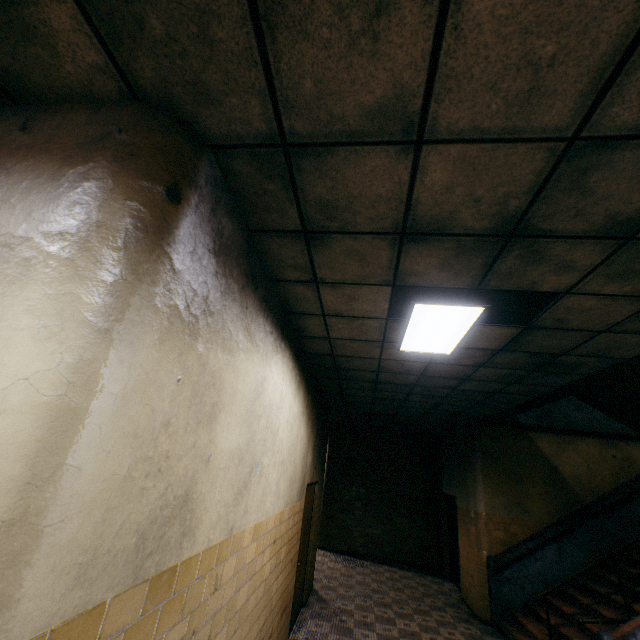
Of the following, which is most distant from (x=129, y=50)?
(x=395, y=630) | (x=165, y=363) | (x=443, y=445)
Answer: (x=443, y=445)

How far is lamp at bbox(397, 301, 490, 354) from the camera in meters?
3.0 m

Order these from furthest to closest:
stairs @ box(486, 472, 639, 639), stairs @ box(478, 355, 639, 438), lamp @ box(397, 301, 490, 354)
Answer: stairs @ box(486, 472, 639, 639)
stairs @ box(478, 355, 639, 438)
lamp @ box(397, 301, 490, 354)

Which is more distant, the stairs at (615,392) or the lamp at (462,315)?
the stairs at (615,392)

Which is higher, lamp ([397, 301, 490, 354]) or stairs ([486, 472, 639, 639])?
Result: lamp ([397, 301, 490, 354])

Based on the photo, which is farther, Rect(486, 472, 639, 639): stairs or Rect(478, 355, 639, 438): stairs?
Rect(486, 472, 639, 639): stairs

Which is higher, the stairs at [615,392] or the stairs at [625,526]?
the stairs at [615,392]

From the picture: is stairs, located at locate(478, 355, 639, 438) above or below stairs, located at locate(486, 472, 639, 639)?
above
